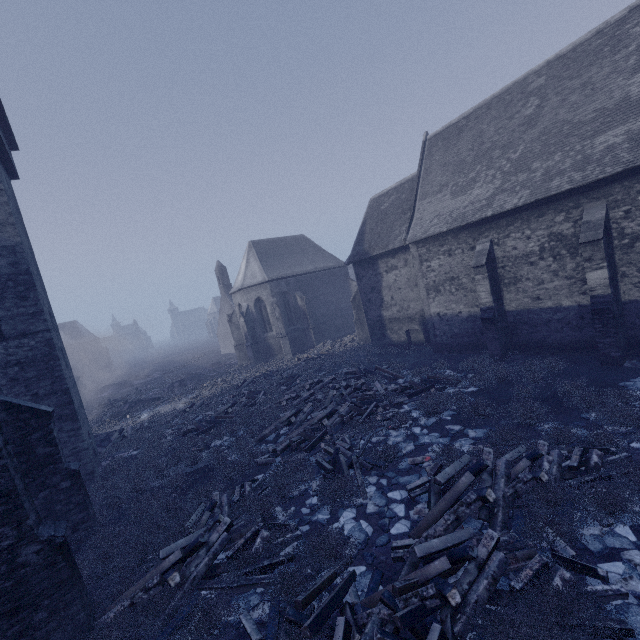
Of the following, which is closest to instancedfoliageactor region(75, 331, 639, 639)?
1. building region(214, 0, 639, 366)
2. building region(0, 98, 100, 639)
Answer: building region(214, 0, 639, 366)

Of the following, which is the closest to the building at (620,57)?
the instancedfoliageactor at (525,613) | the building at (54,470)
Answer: the instancedfoliageactor at (525,613)

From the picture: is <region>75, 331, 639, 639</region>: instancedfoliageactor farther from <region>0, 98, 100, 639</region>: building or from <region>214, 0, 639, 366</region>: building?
<region>0, 98, 100, 639</region>: building

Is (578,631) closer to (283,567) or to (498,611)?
(498,611)

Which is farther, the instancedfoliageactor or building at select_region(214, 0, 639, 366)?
building at select_region(214, 0, 639, 366)

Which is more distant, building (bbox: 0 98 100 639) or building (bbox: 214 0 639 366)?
building (bbox: 214 0 639 366)

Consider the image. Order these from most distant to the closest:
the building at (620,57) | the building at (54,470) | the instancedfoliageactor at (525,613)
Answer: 1. the building at (620,57)
2. the building at (54,470)
3. the instancedfoliageactor at (525,613)

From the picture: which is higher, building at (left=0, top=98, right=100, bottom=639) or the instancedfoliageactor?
building at (left=0, top=98, right=100, bottom=639)
